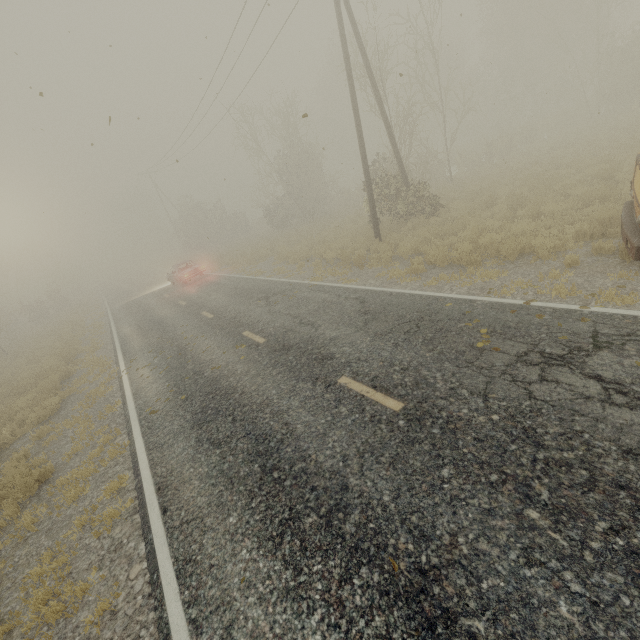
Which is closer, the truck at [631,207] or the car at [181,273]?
the truck at [631,207]

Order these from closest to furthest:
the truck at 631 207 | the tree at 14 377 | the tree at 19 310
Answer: the truck at 631 207 → the tree at 14 377 → the tree at 19 310

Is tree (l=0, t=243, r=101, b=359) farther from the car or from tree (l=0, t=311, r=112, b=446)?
tree (l=0, t=311, r=112, b=446)

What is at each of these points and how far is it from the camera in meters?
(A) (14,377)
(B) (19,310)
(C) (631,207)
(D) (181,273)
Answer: (A) tree, 15.6
(B) tree, 23.6
(C) truck, 7.2
(D) car, 22.4

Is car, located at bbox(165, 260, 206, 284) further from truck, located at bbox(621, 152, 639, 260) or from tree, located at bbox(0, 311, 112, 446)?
truck, located at bbox(621, 152, 639, 260)

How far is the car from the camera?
22.36m

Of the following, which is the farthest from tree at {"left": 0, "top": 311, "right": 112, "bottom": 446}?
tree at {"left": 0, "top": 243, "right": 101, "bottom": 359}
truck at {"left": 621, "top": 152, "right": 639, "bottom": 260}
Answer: truck at {"left": 621, "top": 152, "right": 639, "bottom": 260}

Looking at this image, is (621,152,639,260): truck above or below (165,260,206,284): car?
below
